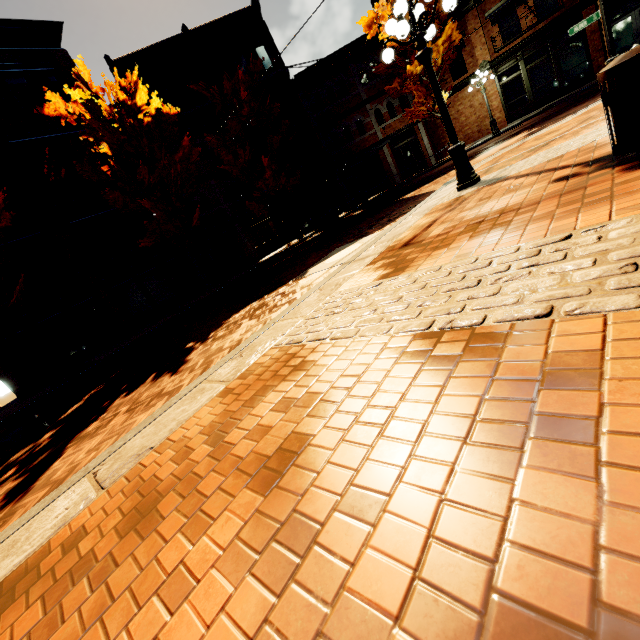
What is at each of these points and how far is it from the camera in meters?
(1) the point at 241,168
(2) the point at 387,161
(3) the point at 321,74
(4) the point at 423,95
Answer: (1) tree, 20.6
(2) building, 24.5
(3) building, 22.4
(4) tree, 20.3

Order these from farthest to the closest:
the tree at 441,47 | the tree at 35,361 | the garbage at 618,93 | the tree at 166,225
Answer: the tree at 441,47, the tree at 166,225, the tree at 35,361, the garbage at 618,93

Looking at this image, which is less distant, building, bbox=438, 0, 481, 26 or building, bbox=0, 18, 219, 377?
building, bbox=0, 18, 219, 377

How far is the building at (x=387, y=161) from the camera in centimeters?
2303cm

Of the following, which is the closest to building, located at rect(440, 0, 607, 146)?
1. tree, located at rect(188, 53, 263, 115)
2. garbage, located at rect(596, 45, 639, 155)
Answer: tree, located at rect(188, 53, 263, 115)

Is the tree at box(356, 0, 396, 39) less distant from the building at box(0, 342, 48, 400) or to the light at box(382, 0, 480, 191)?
the building at box(0, 342, 48, 400)

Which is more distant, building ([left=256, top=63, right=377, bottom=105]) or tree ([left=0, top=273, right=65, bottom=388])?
building ([left=256, top=63, right=377, bottom=105])

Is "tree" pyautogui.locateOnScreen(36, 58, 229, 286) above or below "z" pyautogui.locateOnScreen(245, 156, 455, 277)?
above
